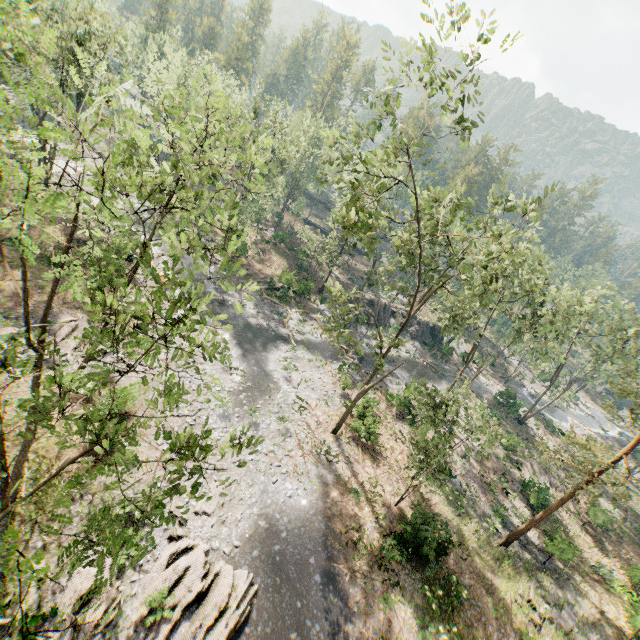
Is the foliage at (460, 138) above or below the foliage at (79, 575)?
above

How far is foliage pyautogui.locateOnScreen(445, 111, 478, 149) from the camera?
12.2m

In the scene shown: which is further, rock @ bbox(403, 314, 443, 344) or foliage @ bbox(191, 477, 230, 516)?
rock @ bbox(403, 314, 443, 344)

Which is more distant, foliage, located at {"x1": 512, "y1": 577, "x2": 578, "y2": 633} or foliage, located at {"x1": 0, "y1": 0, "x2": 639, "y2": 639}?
foliage, located at {"x1": 512, "y1": 577, "x2": 578, "y2": 633}

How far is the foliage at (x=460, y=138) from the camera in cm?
1225

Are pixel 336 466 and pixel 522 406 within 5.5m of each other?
no
